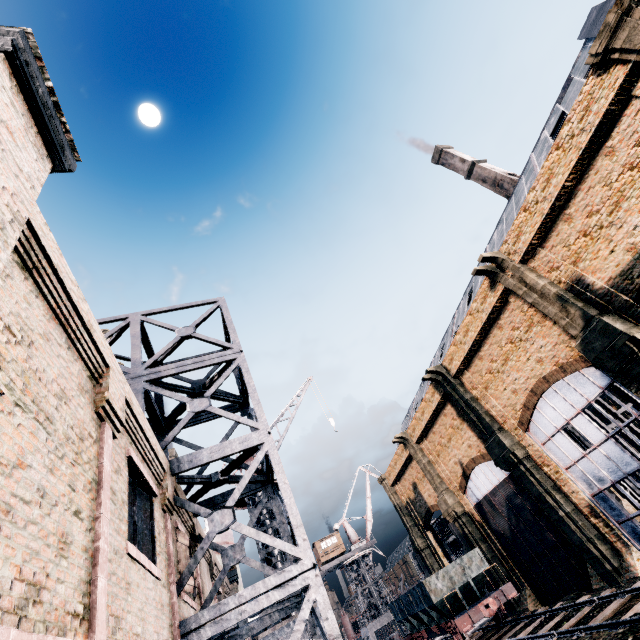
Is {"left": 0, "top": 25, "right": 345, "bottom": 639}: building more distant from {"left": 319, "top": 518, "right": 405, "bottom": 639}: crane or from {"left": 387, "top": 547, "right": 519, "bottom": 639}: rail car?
{"left": 319, "top": 518, "right": 405, "bottom": 639}: crane

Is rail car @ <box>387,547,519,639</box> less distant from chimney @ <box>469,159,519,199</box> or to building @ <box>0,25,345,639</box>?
building @ <box>0,25,345,639</box>

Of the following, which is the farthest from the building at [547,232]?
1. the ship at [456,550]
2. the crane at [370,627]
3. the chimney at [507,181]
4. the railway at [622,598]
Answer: the crane at [370,627]

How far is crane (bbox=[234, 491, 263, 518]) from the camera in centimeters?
1753cm

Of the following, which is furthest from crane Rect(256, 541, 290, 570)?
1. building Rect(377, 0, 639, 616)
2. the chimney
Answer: the chimney

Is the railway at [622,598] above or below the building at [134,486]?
below

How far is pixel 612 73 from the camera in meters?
14.8

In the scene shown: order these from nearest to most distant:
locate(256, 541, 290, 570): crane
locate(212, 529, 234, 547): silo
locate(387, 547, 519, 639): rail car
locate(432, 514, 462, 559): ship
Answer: locate(256, 541, 290, 570): crane < locate(387, 547, 519, 639): rail car < locate(212, 529, 234, 547): silo < locate(432, 514, 462, 559): ship
